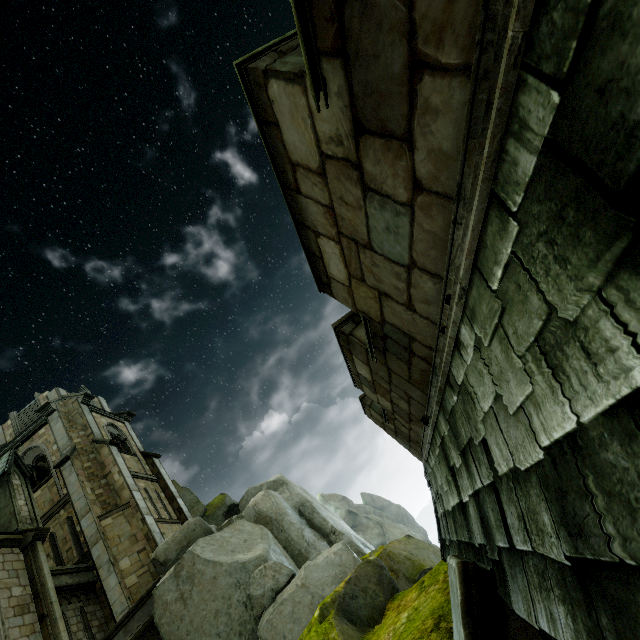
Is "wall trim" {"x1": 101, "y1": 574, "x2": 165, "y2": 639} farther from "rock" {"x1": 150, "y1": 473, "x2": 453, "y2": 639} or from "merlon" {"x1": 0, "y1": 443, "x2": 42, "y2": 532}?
"merlon" {"x1": 0, "y1": 443, "x2": 42, "y2": 532}

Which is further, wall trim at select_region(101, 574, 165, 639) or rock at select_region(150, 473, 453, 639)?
wall trim at select_region(101, 574, 165, 639)

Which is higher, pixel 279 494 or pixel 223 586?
pixel 279 494

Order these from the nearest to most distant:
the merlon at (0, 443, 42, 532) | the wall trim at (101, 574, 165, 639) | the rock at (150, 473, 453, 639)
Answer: the rock at (150, 473, 453, 639) < the wall trim at (101, 574, 165, 639) < the merlon at (0, 443, 42, 532)

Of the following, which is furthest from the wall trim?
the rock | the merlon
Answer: the merlon

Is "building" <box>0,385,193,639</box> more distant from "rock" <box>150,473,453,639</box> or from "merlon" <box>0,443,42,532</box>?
"merlon" <box>0,443,42,532</box>

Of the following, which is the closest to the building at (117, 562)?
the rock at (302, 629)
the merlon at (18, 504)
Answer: the rock at (302, 629)
